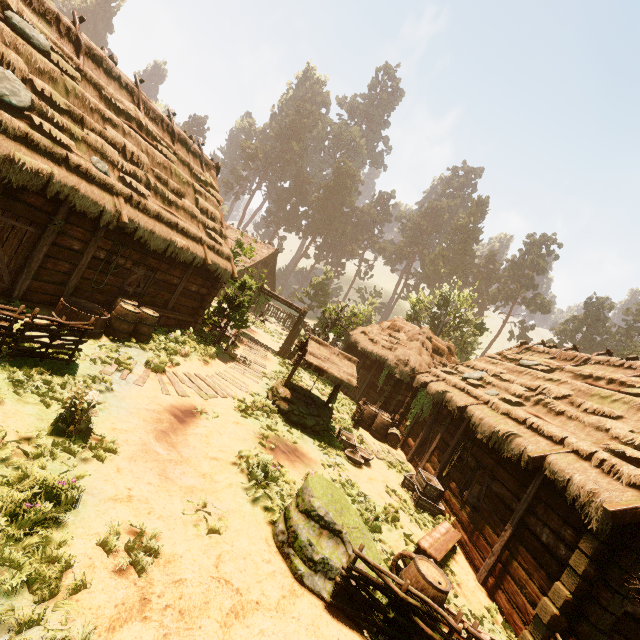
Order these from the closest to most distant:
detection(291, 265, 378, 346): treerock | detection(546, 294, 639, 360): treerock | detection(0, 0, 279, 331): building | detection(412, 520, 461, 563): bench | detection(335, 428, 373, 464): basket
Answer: detection(412, 520, 461, 563): bench → detection(0, 0, 279, 331): building → detection(335, 428, 373, 464): basket → detection(291, 265, 378, 346): treerock → detection(546, 294, 639, 360): treerock

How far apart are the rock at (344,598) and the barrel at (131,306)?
7.1m

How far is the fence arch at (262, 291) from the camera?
21.3m

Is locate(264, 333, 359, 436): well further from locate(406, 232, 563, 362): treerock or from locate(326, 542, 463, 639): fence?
locate(406, 232, 563, 362): treerock

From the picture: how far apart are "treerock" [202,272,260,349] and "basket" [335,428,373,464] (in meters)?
6.13

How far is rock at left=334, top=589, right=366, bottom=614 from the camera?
5.0 meters

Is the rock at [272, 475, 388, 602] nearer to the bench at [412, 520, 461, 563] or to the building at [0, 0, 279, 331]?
the bench at [412, 520, 461, 563]

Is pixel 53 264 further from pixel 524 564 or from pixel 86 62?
pixel 524 564
